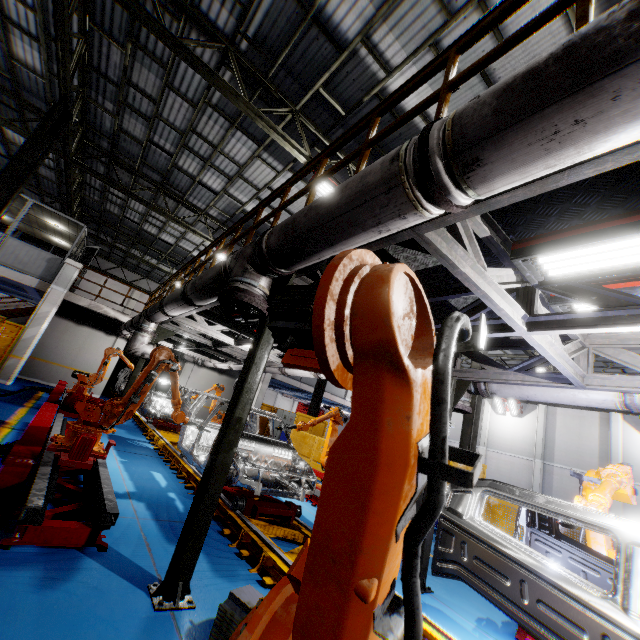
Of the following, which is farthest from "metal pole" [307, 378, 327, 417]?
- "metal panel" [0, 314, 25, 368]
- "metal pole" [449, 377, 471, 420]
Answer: "metal pole" [449, 377, 471, 420]

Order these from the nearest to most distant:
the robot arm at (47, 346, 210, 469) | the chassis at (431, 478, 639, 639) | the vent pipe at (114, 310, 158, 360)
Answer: the chassis at (431, 478, 639, 639), the robot arm at (47, 346, 210, 469), the vent pipe at (114, 310, 158, 360)

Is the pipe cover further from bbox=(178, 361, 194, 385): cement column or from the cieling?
bbox=(178, 361, 194, 385): cement column

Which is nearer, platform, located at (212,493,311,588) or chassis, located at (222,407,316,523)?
platform, located at (212,493,311,588)

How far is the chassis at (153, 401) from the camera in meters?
6.8

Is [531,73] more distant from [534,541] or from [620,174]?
[534,541]

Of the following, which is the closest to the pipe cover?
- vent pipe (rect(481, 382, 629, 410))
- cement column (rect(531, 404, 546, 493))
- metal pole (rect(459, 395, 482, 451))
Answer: vent pipe (rect(481, 382, 629, 410))

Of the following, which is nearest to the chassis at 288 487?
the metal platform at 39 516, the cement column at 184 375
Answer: the cement column at 184 375
